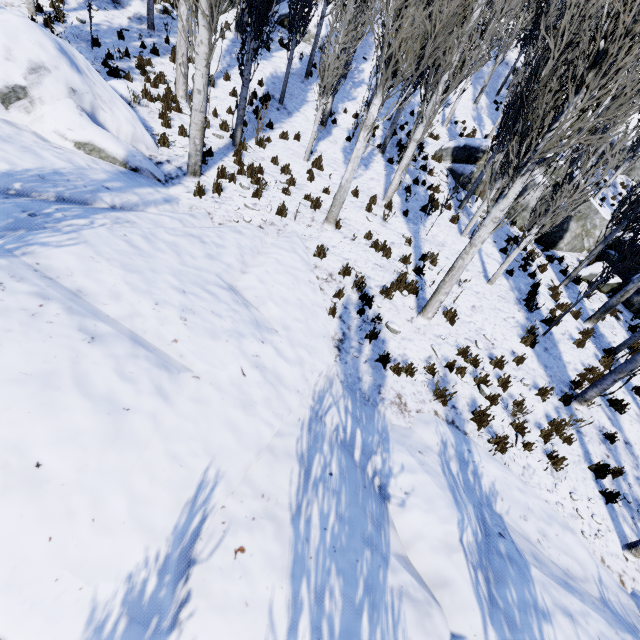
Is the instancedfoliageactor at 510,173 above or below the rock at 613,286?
above

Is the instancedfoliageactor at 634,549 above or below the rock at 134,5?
below

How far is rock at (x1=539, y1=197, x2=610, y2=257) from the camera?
13.7m

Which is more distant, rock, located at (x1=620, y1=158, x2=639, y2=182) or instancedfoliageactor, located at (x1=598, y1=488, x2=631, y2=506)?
rock, located at (x1=620, y1=158, x2=639, y2=182)

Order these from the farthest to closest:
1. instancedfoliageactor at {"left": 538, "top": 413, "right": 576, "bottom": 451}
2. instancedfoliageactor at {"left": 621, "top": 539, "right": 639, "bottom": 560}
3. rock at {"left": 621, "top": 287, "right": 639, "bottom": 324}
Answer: rock at {"left": 621, "top": 287, "right": 639, "bottom": 324}, instancedfoliageactor at {"left": 538, "top": 413, "right": 576, "bottom": 451}, instancedfoliageactor at {"left": 621, "top": 539, "right": 639, "bottom": 560}

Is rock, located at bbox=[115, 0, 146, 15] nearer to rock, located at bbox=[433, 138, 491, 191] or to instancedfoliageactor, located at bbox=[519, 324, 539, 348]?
instancedfoliageactor, located at bbox=[519, 324, 539, 348]

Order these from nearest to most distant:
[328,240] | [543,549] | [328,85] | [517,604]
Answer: [517,604], [543,549], [328,240], [328,85]

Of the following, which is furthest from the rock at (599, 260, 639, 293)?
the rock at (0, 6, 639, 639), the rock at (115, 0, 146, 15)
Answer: the rock at (115, 0, 146, 15)
